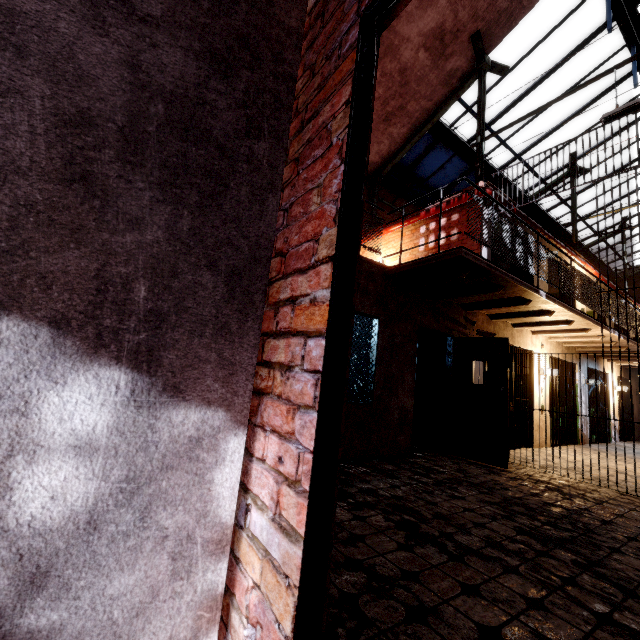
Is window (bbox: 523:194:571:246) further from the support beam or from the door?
the door

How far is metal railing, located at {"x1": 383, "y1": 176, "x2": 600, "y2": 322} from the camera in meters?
4.4 m

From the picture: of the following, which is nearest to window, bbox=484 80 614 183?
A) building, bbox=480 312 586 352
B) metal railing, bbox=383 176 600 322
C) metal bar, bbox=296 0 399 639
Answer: metal railing, bbox=383 176 600 322

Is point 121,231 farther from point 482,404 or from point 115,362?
point 482,404

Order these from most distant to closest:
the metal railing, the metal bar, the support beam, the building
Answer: the building < the support beam < the metal railing < the metal bar

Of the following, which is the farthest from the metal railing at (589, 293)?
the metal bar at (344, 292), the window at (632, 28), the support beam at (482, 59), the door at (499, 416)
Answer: the window at (632, 28)

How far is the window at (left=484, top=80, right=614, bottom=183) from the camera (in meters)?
9.36

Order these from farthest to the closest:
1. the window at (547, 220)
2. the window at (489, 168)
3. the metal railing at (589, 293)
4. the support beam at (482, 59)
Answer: the window at (547, 220) → the window at (489, 168) → the support beam at (482, 59) → the metal railing at (589, 293)
